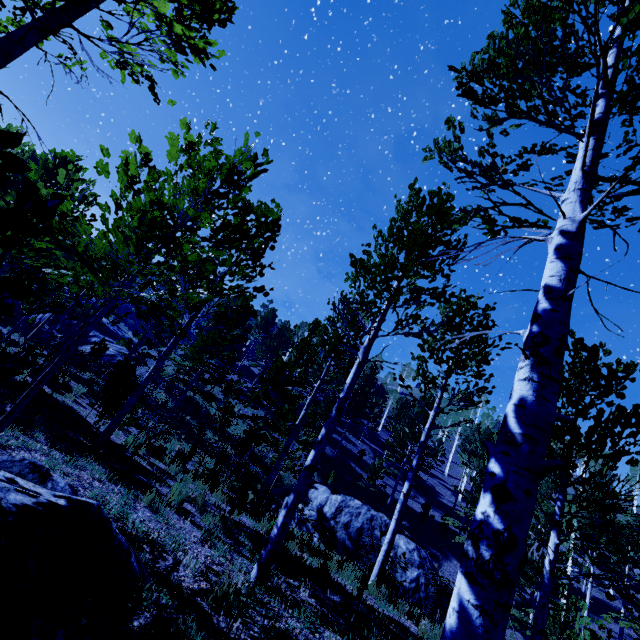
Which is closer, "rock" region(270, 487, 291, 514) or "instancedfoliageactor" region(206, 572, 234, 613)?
"instancedfoliageactor" region(206, 572, 234, 613)

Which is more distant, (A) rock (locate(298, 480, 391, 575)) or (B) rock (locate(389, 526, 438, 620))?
(A) rock (locate(298, 480, 391, 575))

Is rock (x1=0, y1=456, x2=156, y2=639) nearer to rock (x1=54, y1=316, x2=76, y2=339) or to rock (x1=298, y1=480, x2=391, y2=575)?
rock (x1=298, y1=480, x2=391, y2=575)

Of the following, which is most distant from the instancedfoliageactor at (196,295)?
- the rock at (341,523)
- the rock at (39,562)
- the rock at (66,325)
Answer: the rock at (341,523)

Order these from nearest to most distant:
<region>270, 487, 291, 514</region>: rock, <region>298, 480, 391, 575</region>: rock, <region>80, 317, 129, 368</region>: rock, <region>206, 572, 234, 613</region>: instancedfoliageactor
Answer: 1. <region>206, 572, 234, 613</region>: instancedfoliageactor
2. <region>298, 480, 391, 575</region>: rock
3. <region>270, 487, 291, 514</region>: rock
4. <region>80, 317, 129, 368</region>: rock

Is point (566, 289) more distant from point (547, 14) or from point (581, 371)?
point (581, 371)

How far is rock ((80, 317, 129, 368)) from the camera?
28.0m
